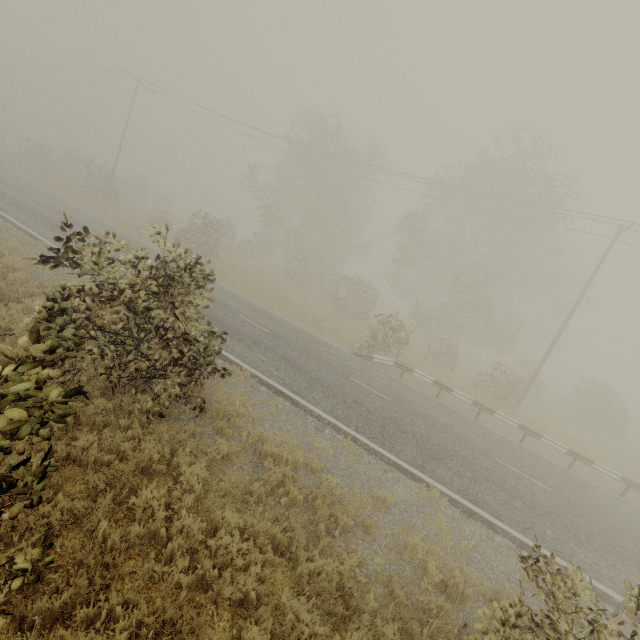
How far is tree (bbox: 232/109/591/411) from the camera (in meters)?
22.56

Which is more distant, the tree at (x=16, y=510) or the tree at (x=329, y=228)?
the tree at (x=329, y=228)

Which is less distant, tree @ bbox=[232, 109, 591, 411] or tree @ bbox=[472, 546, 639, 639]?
tree @ bbox=[472, 546, 639, 639]

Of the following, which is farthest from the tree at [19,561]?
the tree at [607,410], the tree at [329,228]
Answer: the tree at [329,228]

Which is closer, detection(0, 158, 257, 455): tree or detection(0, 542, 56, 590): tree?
detection(0, 158, 257, 455): tree

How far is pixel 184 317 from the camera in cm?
605

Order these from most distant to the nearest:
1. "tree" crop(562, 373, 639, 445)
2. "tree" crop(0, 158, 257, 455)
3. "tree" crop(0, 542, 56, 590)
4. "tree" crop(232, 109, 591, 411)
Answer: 1. "tree" crop(232, 109, 591, 411)
2. "tree" crop(562, 373, 639, 445)
3. "tree" crop(0, 542, 56, 590)
4. "tree" crop(0, 158, 257, 455)

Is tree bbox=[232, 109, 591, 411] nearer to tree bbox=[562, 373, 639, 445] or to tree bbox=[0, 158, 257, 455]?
tree bbox=[562, 373, 639, 445]
